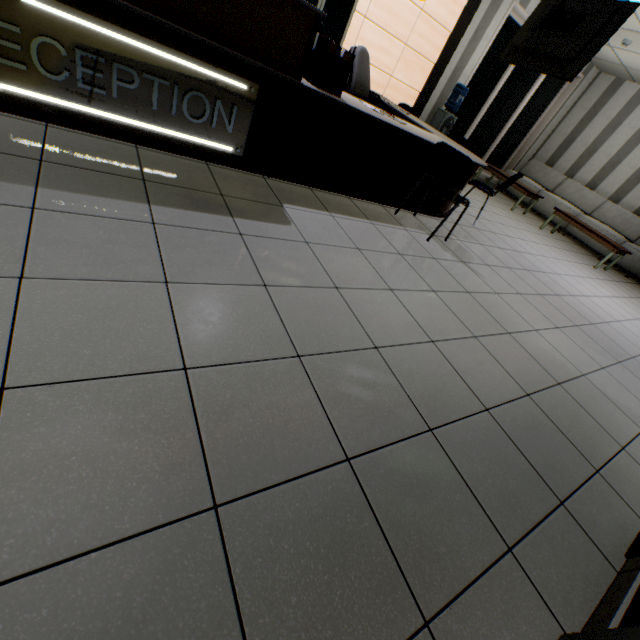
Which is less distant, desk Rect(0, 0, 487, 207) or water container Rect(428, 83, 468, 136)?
desk Rect(0, 0, 487, 207)

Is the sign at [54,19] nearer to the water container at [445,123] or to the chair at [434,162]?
the chair at [434,162]

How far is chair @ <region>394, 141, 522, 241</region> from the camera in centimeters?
302cm

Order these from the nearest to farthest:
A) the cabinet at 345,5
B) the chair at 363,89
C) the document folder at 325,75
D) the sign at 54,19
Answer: the sign at 54,19, the document folder at 325,75, the chair at 363,89, the cabinet at 345,5

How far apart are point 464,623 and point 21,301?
1.8 meters

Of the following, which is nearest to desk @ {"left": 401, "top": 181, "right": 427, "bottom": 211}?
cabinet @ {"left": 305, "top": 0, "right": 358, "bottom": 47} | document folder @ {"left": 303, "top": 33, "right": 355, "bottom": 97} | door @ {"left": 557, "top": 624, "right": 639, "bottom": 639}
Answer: document folder @ {"left": 303, "top": 33, "right": 355, "bottom": 97}

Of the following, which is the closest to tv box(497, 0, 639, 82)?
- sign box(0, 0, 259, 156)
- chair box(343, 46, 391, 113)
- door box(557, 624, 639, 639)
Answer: chair box(343, 46, 391, 113)

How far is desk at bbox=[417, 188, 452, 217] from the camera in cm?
402
